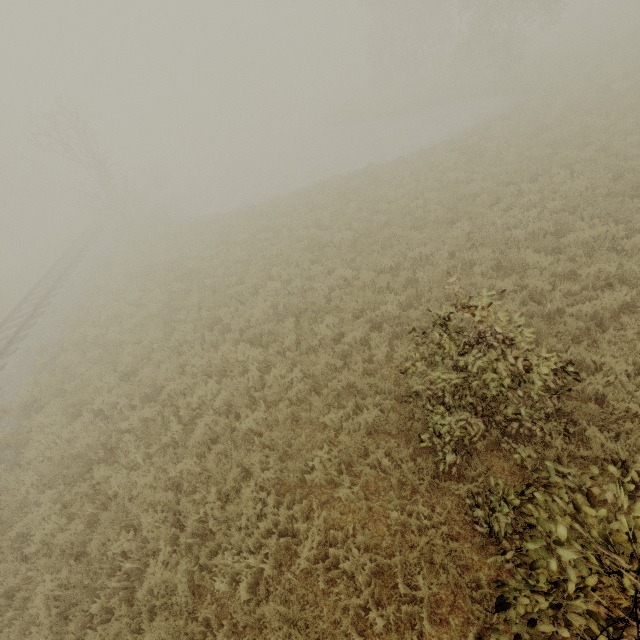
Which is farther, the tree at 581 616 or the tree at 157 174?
the tree at 157 174

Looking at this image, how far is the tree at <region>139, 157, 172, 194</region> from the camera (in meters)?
36.31

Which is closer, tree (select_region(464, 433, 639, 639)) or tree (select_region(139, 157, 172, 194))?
tree (select_region(464, 433, 639, 639))

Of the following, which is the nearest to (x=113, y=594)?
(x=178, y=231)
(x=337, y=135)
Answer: (x=178, y=231)

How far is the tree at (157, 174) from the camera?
36.3 meters
